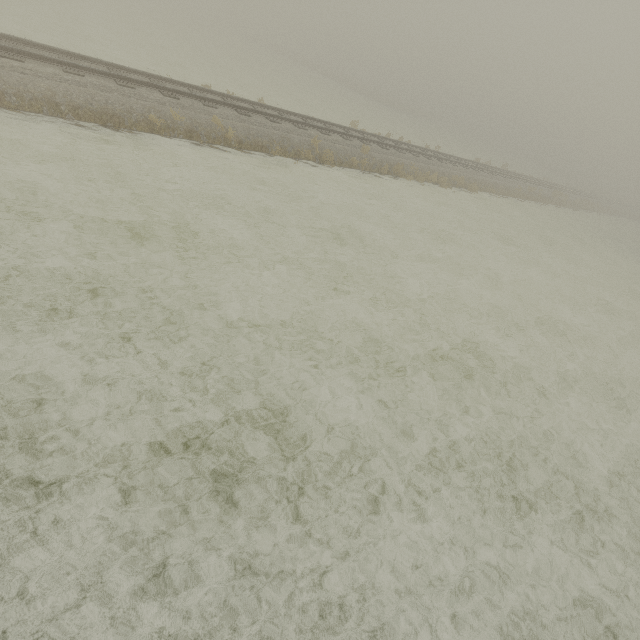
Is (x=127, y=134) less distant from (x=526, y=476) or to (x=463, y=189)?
(x=526, y=476)
